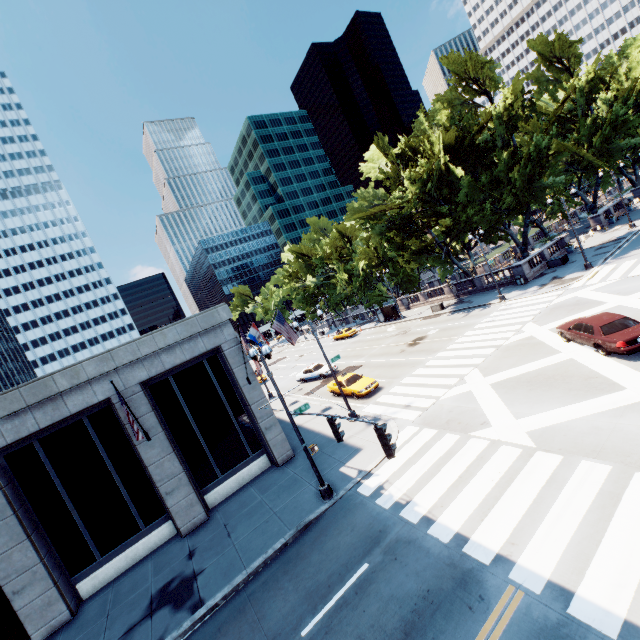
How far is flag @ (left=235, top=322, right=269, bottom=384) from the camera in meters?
15.3

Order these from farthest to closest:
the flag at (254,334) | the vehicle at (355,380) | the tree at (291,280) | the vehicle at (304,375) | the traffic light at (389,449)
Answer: the tree at (291,280) < the vehicle at (304,375) < the vehicle at (355,380) < the flag at (254,334) < the traffic light at (389,449)

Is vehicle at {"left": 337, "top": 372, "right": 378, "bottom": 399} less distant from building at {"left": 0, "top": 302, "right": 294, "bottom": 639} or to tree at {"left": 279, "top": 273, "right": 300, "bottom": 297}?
building at {"left": 0, "top": 302, "right": 294, "bottom": 639}

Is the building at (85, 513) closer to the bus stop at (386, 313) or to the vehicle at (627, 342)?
the vehicle at (627, 342)

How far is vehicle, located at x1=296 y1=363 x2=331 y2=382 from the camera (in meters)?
33.09

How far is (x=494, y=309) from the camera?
30.2 meters

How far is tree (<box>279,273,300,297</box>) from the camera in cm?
5844

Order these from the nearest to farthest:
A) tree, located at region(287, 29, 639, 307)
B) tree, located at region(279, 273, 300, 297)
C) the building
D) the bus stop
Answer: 1. the building
2. tree, located at region(287, 29, 639, 307)
3. the bus stop
4. tree, located at region(279, 273, 300, 297)
